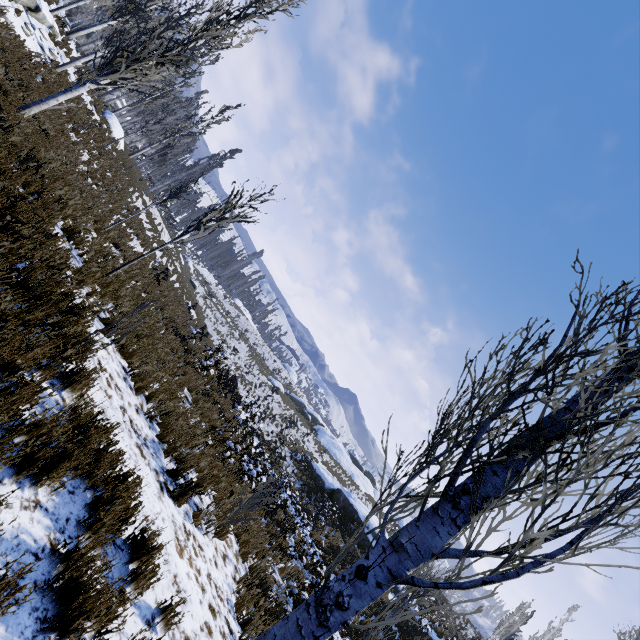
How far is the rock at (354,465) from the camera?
41.12m

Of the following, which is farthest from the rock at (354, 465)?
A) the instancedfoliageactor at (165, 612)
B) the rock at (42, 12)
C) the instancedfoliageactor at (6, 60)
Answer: the rock at (42, 12)

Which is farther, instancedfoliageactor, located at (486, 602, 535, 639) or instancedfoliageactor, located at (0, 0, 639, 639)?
instancedfoliageactor, located at (486, 602, 535, 639)

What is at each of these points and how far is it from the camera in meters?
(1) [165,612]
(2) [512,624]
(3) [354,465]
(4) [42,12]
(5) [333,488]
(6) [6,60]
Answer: (1) instancedfoliageactor, 3.5 m
(2) instancedfoliageactor, 20.2 m
(3) rock, 44.4 m
(4) rock, 13.8 m
(5) rock, 25.2 m
(6) instancedfoliageactor, 9.2 m

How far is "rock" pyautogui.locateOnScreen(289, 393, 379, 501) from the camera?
41.1m

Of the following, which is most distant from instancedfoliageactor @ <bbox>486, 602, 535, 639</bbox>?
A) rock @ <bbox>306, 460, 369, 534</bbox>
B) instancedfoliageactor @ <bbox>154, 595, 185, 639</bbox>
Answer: rock @ <bbox>306, 460, 369, 534</bbox>

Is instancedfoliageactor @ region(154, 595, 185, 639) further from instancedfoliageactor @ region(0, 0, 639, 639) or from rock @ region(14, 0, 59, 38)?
rock @ region(14, 0, 59, 38)

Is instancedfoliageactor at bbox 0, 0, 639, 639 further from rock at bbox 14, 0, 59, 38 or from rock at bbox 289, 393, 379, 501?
rock at bbox 289, 393, 379, 501
